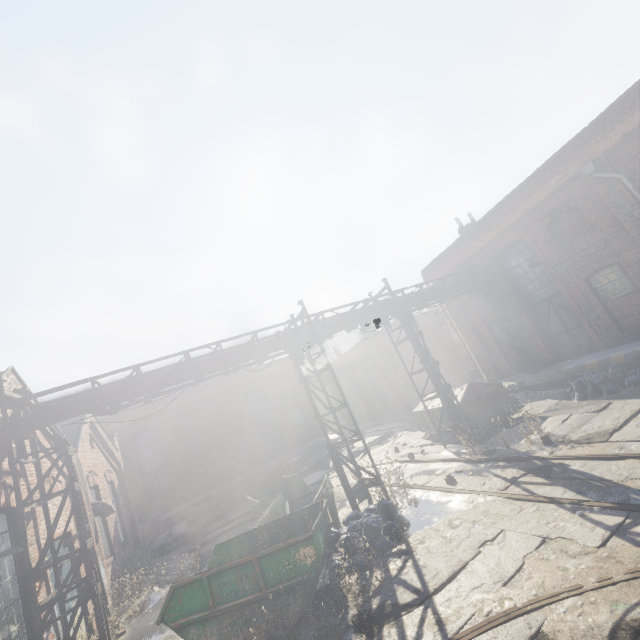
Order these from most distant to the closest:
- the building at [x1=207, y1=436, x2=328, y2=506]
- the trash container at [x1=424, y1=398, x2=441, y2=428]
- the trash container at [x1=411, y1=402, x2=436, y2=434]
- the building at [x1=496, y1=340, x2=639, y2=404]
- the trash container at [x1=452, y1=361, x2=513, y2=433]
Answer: the building at [x1=207, y1=436, x2=328, y2=506] → the trash container at [x1=411, y1=402, x2=436, y2=434] → the trash container at [x1=424, y1=398, x2=441, y2=428] → the trash container at [x1=452, y1=361, x2=513, y2=433] → the building at [x1=496, y1=340, x2=639, y2=404]

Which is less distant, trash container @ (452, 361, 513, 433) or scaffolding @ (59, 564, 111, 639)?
scaffolding @ (59, 564, 111, 639)

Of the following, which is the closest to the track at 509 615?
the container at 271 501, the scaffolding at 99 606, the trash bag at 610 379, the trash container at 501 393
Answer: the container at 271 501

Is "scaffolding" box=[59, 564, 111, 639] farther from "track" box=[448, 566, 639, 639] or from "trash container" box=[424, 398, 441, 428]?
"trash container" box=[424, 398, 441, 428]

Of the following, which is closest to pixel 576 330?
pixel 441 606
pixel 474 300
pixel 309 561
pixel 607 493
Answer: pixel 474 300

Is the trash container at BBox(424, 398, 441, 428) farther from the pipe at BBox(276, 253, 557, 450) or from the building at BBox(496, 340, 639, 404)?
the building at BBox(496, 340, 639, 404)

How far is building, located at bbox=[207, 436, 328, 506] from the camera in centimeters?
2250cm

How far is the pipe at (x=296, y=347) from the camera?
10.90m
